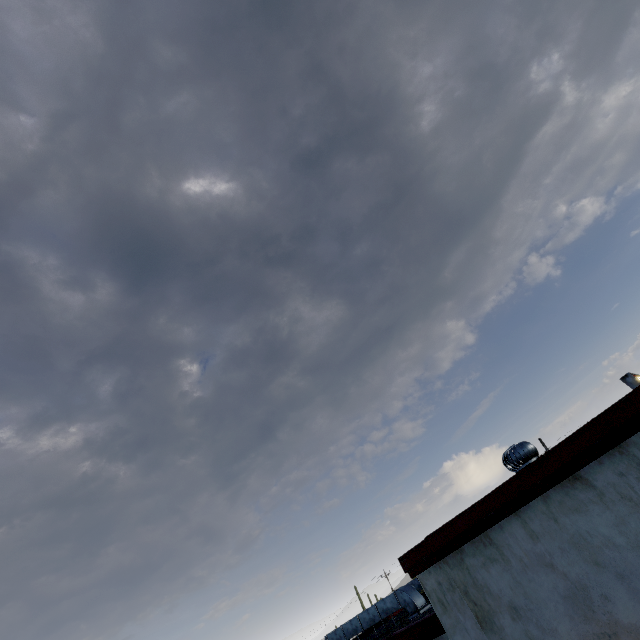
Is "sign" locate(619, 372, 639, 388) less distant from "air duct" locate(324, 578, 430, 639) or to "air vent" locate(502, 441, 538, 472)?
"air duct" locate(324, 578, 430, 639)

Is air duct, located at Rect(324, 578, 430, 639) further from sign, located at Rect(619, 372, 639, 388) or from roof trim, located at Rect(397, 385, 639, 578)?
sign, located at Rect(619, 372, 639, 388)

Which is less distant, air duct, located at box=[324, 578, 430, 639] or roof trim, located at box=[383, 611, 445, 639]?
roof trim, located at box=[383, 611, 445, 639]

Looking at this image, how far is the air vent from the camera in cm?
536

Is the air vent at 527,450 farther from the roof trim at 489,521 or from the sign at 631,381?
the sign at 631,381

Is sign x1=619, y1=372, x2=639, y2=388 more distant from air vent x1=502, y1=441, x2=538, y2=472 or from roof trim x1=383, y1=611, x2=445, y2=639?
air vent x1=502, y1=441, x2=538, y2=472

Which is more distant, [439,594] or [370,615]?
[370,615]
